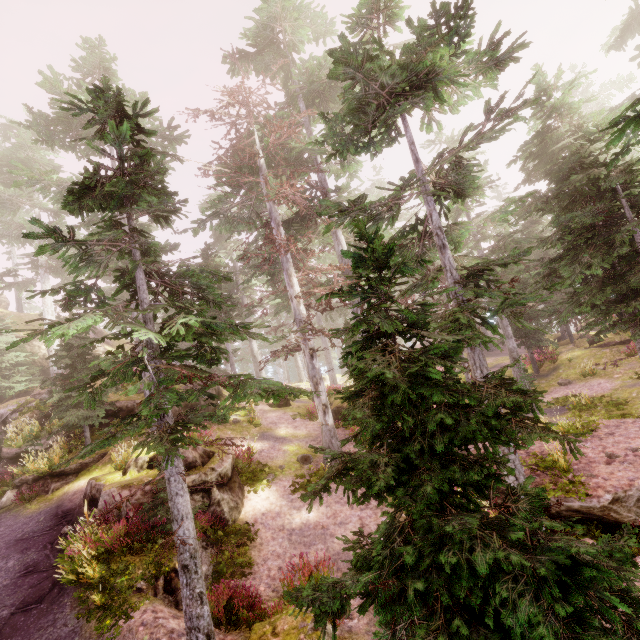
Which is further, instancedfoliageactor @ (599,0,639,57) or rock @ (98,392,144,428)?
instancedfoliageactor @ (599,0,639,57)

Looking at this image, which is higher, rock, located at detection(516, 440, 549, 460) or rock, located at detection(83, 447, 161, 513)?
rock, located at detection(83, 447, 161, 513)

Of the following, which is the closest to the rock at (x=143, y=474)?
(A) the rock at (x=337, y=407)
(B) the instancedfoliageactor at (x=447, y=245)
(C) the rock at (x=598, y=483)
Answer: (B) the instancedfoliageactor at (x=447, y=245)

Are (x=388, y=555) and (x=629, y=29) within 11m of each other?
no

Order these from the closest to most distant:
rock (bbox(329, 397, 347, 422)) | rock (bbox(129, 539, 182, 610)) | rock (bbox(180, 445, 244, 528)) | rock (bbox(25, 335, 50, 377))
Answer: rock (bbox(129, 539, 182, 610)) < rock (bbox(180, 445, 244, 528)) < rock (bbox(329, 397, 347, 422)) < rock (bbox(25, 335, 50, 377))

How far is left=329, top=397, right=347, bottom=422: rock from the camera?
18.6m

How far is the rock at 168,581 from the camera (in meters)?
7.64

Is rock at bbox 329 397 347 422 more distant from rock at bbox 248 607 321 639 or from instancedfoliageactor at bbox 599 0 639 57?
rock at bbox 248 607 321 639
